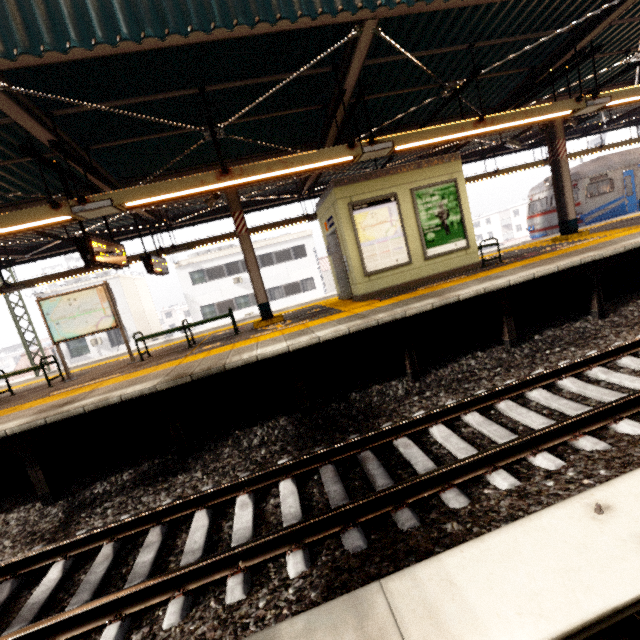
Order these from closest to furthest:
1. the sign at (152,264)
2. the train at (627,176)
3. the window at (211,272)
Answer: the sign at (152,264) → the train at (627,176) → the window at (211,272)

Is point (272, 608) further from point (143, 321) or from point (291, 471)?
point (143, 321)

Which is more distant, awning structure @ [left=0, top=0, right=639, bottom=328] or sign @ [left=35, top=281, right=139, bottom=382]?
sign @ [left=35, top=281, right=139, bottom=382]

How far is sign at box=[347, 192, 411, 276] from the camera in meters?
7.7

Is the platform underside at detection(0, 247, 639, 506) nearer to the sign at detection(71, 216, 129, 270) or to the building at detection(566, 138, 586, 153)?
the sign at detection(71, 216, 129, 270)

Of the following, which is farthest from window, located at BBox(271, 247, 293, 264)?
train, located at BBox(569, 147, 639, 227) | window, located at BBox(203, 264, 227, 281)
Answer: train, located at BBox(569, 147, 639, 227)

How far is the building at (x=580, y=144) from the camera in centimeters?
4335cm

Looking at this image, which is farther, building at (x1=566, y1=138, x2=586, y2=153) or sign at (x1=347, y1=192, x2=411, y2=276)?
building at (x1=566, y1=138, x2=586, y2=153)
